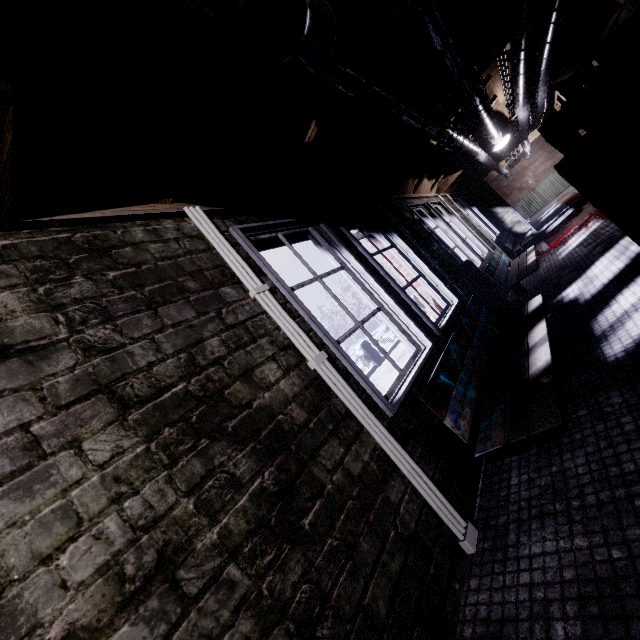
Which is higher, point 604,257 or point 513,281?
point 513,281

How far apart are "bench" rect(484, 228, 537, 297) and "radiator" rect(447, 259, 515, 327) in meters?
0.2

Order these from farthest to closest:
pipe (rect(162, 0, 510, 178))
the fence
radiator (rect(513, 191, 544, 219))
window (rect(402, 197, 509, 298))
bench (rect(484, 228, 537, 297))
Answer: radiator (rect(513, 191, 544, 219)) < the fence < window (rect(402, 197, 509, 298)) < bench (rect(484, 228, 537, 297)) < pipe (rect(162, 0, 510, 178))

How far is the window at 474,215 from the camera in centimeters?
707cm

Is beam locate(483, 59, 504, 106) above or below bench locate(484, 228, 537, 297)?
above

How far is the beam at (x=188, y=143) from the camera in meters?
1.2

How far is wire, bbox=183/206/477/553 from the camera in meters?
1.4 m

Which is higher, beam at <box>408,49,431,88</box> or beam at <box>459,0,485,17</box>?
beam at <box>459,0,485,17</box>
